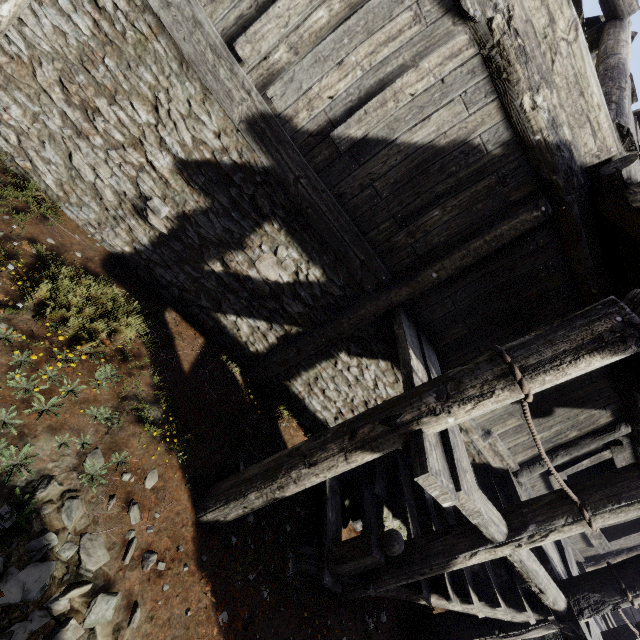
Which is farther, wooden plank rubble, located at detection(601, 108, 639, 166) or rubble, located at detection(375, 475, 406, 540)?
rubble, located at detection(375, 475, 406, 540)

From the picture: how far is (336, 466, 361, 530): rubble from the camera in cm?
532

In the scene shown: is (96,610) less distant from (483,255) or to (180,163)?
(180,163)

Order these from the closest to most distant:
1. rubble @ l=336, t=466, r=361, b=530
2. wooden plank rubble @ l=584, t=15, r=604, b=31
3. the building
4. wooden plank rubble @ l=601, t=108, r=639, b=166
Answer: the building, wooden plank rubble @ l=601, t=108, r=639, b=166, rubble @ l=336, t=466, r=361, b=530, wooden plank rubble @ l=584, t=15, r=604, b=31

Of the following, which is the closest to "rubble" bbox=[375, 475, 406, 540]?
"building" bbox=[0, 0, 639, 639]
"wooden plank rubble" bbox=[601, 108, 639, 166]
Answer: "building" bbox=[0, 0, 639, 639]

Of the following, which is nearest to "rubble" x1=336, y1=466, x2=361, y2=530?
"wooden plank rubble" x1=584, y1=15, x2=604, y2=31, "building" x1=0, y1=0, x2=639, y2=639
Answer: "building" x1=0, y1=0, x2=639, y2=639

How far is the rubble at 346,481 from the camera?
5.3m

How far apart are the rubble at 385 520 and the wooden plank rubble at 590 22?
9.3 meters
